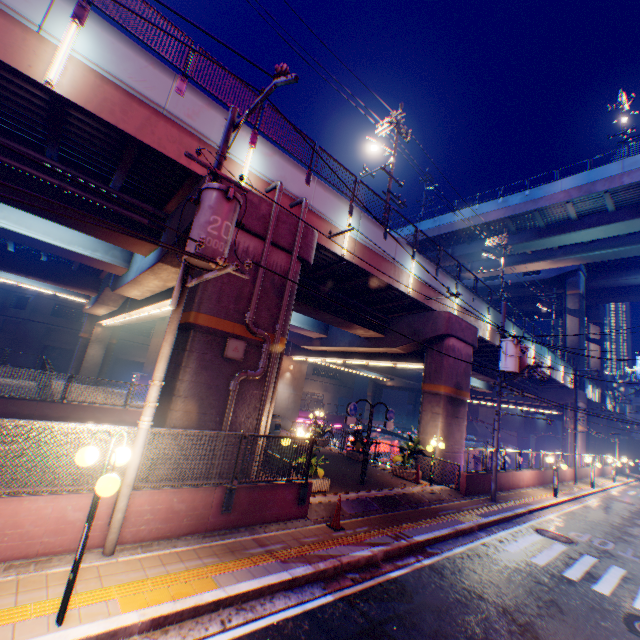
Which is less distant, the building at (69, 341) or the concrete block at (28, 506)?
the concrete block at (28, 506)

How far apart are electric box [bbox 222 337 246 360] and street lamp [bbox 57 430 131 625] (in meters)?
4.10

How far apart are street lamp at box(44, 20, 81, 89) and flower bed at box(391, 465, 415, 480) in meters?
18.4

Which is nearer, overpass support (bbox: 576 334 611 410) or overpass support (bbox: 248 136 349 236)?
overpass support (bbox: 248 136 349 236)

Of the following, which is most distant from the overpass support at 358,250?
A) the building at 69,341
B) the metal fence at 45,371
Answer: the building at 69,341

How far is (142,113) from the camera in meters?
8.9 m

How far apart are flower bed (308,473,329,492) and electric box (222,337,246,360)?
4.82m
